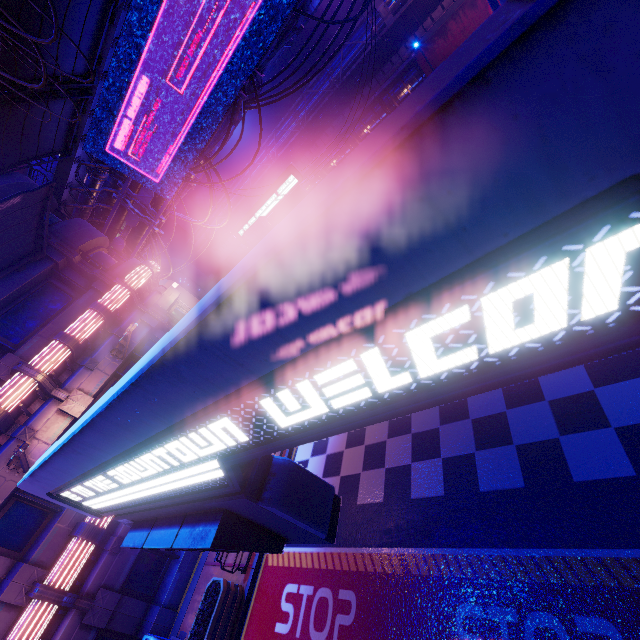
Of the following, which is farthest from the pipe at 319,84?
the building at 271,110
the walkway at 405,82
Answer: the walkway at 405,82

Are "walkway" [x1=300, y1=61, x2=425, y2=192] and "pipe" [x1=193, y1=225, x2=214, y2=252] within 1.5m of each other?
no

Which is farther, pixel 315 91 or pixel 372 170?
pixel 315 91

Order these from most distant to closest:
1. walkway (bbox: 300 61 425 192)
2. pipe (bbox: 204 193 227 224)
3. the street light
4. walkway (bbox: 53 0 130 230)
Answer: pipe (bbox: 204 193 227 224), walkway (bbox: 300 61 425 192), walkway (bbox: 53 0 130 230), the street light

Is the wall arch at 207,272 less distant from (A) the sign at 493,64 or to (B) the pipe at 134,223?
(B) the pipe at 134,223

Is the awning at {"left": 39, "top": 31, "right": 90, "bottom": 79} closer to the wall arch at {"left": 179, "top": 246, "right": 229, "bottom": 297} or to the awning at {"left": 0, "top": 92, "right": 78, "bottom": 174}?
the awning at {"left": 0, "top": 92, "right": 78, "bottom": 174}

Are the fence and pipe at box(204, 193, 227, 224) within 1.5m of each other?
yes

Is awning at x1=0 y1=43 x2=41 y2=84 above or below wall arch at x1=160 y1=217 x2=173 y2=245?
above
